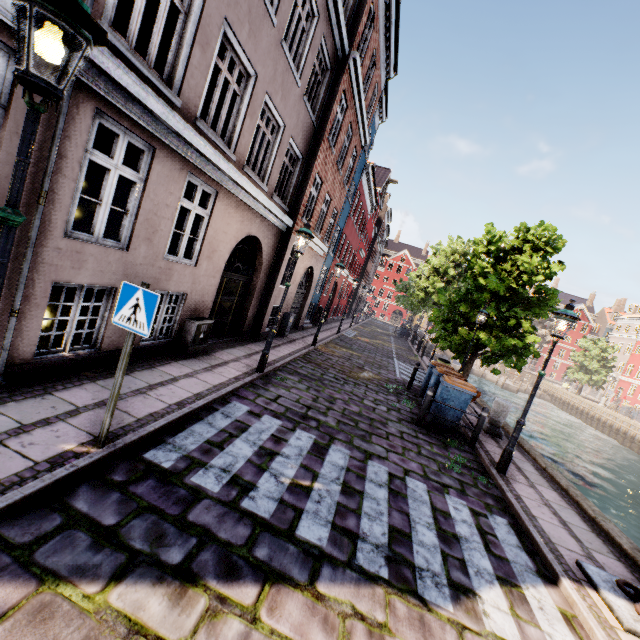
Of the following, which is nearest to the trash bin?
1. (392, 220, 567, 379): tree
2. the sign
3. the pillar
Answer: the pillar

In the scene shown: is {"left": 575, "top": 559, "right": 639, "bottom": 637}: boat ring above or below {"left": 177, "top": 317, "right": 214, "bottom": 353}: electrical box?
below

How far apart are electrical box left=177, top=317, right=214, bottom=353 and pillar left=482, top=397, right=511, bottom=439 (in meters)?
8.52

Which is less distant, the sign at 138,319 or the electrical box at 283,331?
the sign at 138,319

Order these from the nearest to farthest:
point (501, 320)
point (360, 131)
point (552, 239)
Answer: point (501, 320), point (552, 239), point (360, 131)

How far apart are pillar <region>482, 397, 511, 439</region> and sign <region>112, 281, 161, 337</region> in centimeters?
981cm

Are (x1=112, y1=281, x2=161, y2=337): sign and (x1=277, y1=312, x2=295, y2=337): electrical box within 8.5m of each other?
no

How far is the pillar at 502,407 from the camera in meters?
9.6
